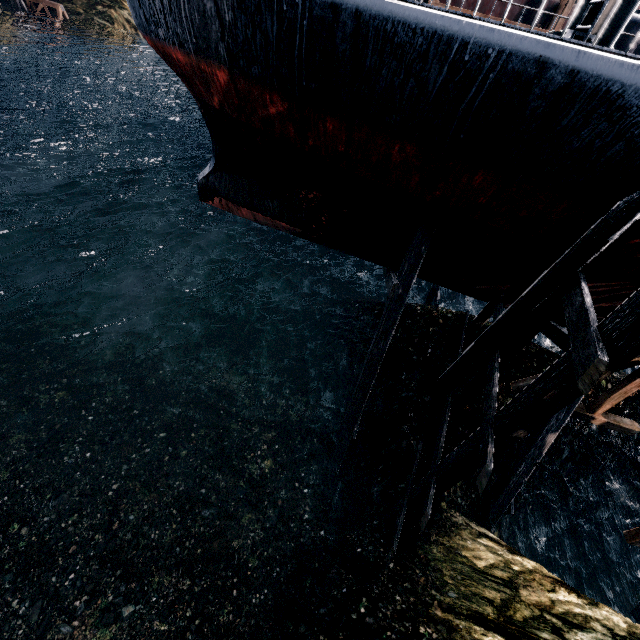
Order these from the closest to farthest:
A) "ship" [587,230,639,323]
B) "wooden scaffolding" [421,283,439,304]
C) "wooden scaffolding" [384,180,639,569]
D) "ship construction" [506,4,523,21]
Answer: "wooden scaffolding" [384,180,639,569]
"ship" [587,230,639,323]
"wooden scaffolding" [421,283,439,304]
"ship construction" [506,4,523,21]

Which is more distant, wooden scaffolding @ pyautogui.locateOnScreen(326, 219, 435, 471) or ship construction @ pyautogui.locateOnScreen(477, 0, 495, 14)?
ship construction @ pyautogui.locateOnScreen(477, 0, 495, 14)

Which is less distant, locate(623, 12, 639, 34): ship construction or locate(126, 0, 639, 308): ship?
locate(126, 0, 639, 308): ship

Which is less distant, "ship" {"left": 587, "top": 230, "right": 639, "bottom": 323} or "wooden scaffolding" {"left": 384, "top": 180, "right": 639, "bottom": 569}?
"wooden scaffolding" {"left": 384, "top": 180, "right": 639, "bottom": 569}

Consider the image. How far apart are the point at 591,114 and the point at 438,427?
9.4m

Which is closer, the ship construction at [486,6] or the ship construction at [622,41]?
the ship construction at [622,41]

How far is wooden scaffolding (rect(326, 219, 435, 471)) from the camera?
9.5m

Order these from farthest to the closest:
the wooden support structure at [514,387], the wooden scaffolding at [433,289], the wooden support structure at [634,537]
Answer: the wooden scaffolding at [433,289]
the wooden support structure at [514,387]
the wooden support structure at [634,537]
